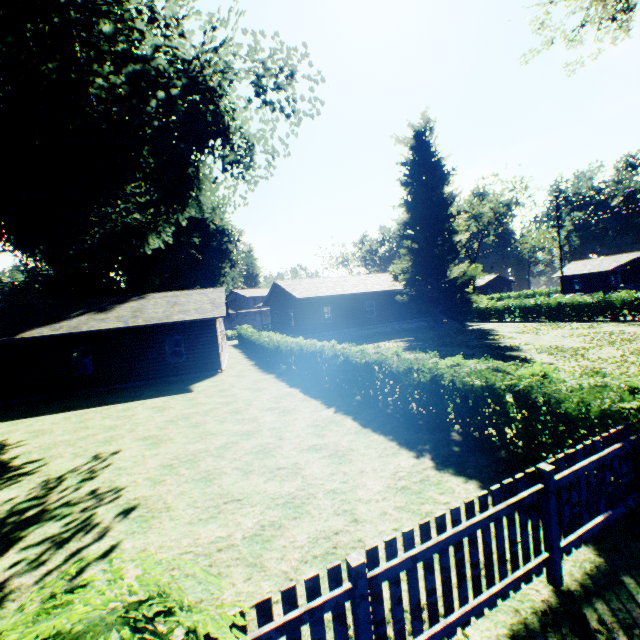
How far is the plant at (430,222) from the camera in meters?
28.9

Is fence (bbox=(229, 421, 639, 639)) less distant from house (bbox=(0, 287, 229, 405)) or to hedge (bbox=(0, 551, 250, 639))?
hedge (bbox=(0, 551, 250, 639))

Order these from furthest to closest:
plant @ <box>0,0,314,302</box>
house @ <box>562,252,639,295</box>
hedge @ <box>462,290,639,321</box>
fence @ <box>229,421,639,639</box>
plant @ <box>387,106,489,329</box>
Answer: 1. house @ <box>562,252,639,295</box>
2. plant @ <box>387,106,489,329</box>
3. hedge @ <box>462,290,639,321</box>
4. plant @ <box>0,0,314,302</box>
5. fence @ <box>229,421,639,639</box>

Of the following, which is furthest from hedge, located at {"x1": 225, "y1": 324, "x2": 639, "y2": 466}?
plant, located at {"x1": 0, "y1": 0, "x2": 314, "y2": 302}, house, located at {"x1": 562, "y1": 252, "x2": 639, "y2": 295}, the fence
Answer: house, located at {"x1": 562, "y1": 252, "x2": 639, "y2": 295}

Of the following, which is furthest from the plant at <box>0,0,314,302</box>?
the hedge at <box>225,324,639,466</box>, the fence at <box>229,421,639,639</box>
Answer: the hedge at <box>225,324,639,466</box>

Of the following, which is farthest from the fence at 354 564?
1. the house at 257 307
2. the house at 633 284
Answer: the house at 633 284

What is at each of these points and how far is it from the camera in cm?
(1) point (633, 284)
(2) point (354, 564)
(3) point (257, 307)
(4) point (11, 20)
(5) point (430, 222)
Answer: (1) house, 4281
(2) fence, 256
(3) house, 4256
(4) plant, 775
(5) plant, 2998

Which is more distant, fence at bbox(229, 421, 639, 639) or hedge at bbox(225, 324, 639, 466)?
hedge at bbox(225, 324, 639, 466)
